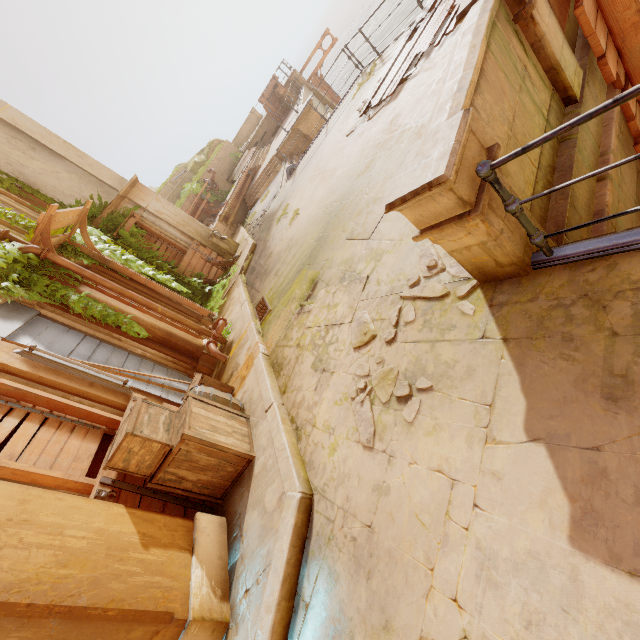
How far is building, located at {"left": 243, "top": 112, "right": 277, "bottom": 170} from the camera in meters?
22.7

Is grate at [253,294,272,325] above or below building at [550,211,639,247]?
above

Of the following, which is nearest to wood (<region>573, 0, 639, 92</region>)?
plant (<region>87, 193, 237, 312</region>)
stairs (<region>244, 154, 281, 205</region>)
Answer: stairs (<region>244, 154, 281, 205</region>)

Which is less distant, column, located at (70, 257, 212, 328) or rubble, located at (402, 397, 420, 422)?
rubble, located at (402, 397, 420, 422)

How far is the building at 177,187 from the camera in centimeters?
2047cm

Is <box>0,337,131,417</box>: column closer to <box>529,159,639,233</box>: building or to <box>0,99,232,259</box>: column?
<box>529,159,639,233</box>: building

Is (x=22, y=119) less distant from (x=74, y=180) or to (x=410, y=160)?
(x=74, y=180)

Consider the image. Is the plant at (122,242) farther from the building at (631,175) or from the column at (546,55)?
the column at (546,55)
